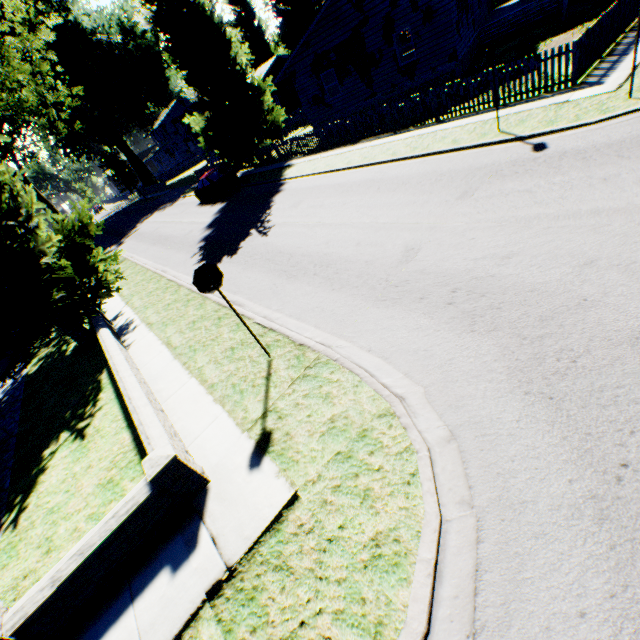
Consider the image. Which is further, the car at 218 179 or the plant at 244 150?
the car at 218 179

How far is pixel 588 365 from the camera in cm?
393

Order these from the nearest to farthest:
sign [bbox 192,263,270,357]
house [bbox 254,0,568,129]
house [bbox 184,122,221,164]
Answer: sign [bbox 192,263,270,357]
house [bbox 254,0,568,129]
house [bbox 184,122,221,164]

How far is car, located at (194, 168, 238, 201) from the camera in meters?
22.5

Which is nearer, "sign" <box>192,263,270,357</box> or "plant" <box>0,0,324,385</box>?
"sign" <box>192,263,270,357</box>

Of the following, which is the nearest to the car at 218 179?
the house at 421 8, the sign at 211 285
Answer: the house at 421 8

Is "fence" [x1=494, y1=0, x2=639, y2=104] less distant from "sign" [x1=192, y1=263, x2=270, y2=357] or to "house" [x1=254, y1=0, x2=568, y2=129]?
"house" [x1=254, y1=0, x2=568, y2=129]
